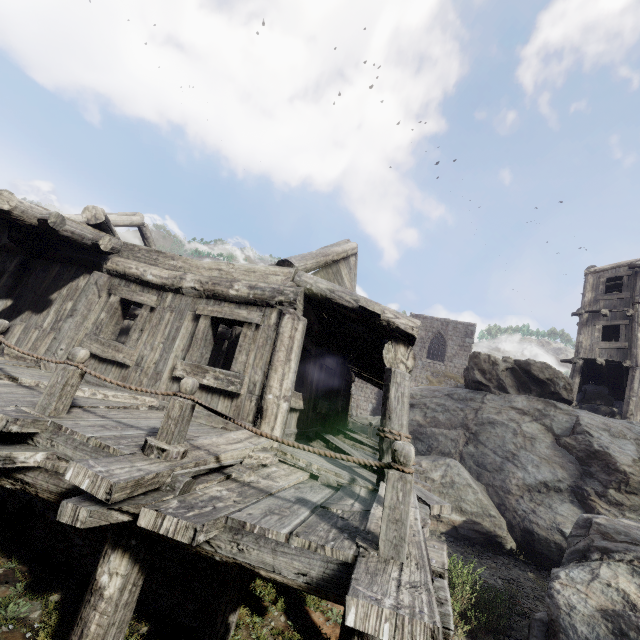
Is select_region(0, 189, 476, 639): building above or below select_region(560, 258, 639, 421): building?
below

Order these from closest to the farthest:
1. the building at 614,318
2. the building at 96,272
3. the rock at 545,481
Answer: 1. the building at 96,272
2. the rock at 545,481
3. the building at 614,318

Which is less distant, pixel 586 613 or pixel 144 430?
pixel 144 430

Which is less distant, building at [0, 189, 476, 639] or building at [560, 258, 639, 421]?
building at [0, 189, 476, 639]

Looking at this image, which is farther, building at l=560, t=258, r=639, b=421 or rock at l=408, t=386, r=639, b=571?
building at l=560, t=258, r=639, b=421

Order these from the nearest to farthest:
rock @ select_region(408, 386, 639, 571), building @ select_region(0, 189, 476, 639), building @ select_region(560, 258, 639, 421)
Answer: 1. building @ select_region(0, 189, 476, 639)
2. rock @ select_region(408, 386, 639, 571)
3. building @ select_region(560, 258, 639, 421)

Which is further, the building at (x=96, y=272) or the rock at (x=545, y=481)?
the rock at (x=545, y=481)
